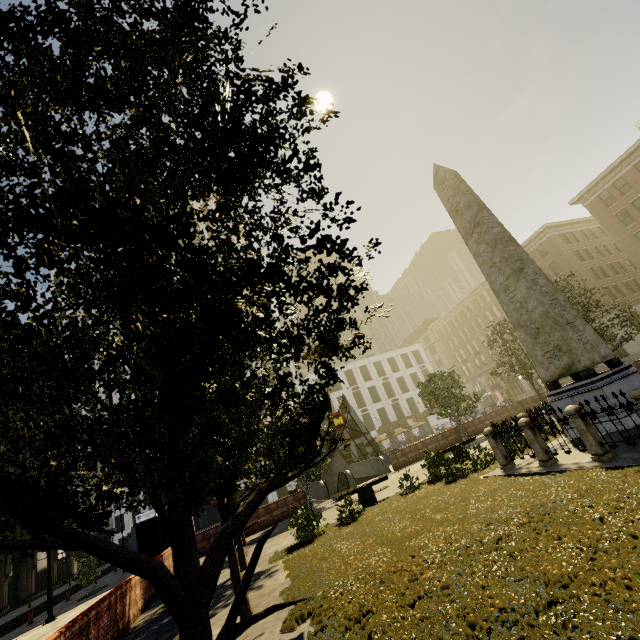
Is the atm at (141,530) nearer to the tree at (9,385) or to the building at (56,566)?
the tree at (9,385)

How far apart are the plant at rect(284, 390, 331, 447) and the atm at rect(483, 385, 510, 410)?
60.9m

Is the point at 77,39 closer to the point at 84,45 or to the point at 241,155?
the point at 84,45

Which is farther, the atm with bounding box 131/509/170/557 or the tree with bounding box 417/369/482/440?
the tree with bounding box 417/369/482/440

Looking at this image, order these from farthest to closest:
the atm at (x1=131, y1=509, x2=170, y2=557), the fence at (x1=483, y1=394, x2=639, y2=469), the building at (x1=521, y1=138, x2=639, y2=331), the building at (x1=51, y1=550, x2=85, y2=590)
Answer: the building at (x1=51, y1=550, x2=85, y2=590) → the building at (x1=521, y1=138, x2=639, y2=331) → the atm at (x1=131, y1=509, x2=170, y2=557) → the fence at (x1=483, y1=394, x2=639, y2=469)

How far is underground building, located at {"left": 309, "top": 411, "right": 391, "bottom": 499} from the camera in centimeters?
2405cm

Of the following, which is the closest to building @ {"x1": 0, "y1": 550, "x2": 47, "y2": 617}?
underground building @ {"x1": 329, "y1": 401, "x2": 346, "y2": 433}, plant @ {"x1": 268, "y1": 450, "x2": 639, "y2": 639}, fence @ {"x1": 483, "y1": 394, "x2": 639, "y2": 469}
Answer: plant @ {"x1": 268, "y1": 450, "x2": 639, "y2": 639}

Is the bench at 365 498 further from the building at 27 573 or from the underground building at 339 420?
the building at 27 573
